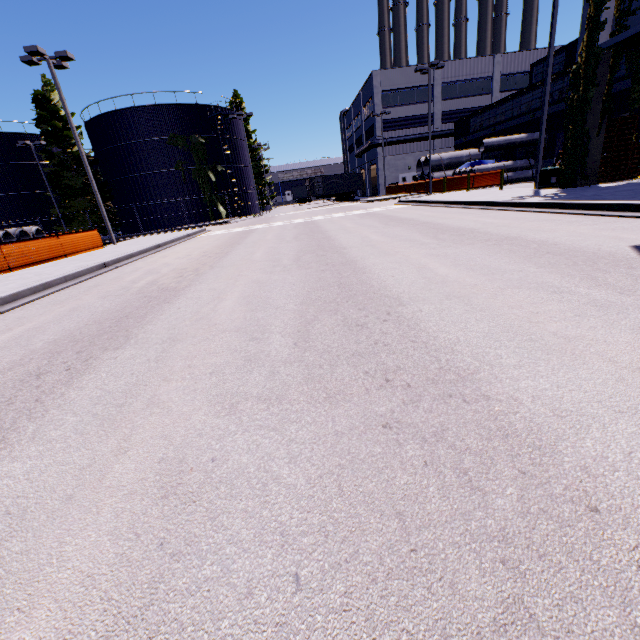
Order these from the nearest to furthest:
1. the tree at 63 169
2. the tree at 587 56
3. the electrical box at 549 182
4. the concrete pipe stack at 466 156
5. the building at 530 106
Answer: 1. the tree at 587 56
2. the electrical box at 549 182
3. the concrete pipe stack at 466 156
4. the building at 530 106
5. the tree at 63 169

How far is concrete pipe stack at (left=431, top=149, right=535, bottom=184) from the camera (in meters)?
28.67

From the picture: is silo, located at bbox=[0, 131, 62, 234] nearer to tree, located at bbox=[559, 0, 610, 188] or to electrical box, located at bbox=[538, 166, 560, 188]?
tree, located at bbox=[559, 0, 610, 188]

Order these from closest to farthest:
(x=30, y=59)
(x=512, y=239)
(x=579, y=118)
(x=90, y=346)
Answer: (x=90, y=346) → (x=512, y=239) → (x=579, y=118) → (x=30, y=59)

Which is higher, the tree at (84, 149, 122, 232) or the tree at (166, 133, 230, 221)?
the tree at (166, 133, 230, 221)

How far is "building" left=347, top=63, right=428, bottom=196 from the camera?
41.53m

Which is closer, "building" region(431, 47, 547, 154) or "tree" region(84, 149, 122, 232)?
"building" region(431, 47, 547, 154)

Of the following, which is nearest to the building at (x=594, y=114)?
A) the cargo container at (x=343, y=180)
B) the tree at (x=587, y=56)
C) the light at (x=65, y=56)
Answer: the tree at (x=587, y=56)
